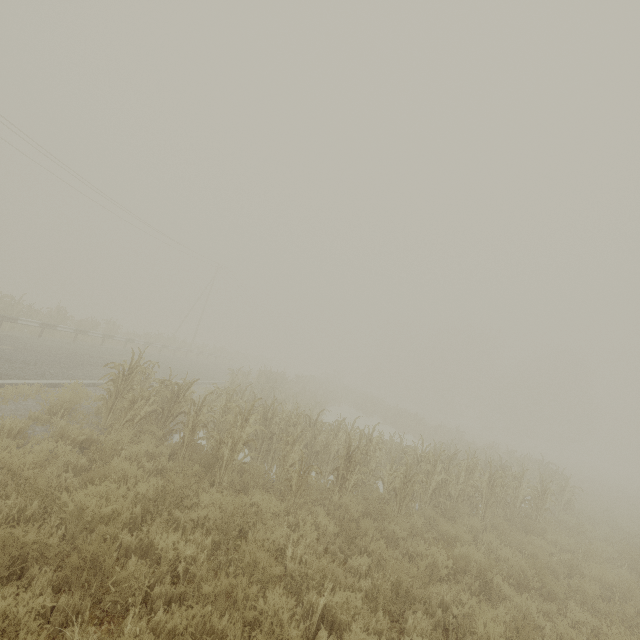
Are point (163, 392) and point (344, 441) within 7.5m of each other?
yes
